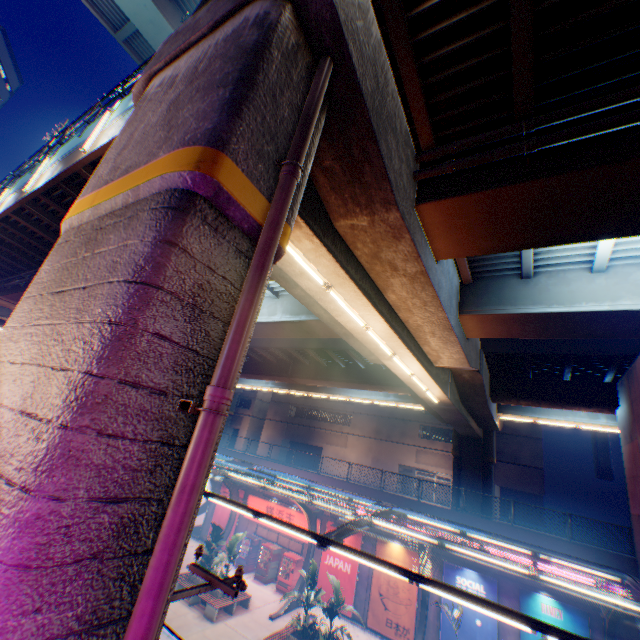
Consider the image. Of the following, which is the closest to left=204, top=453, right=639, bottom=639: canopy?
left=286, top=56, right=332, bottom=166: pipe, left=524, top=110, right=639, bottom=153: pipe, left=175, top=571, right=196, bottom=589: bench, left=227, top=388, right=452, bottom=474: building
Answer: left=175, top=571, right=196, bottom=589: bench

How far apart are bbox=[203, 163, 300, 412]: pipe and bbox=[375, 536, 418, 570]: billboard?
20.5m

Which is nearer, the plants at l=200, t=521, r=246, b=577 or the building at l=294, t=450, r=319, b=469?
the plants at l=200, t=521, r=246, b=577

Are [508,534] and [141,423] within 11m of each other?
no

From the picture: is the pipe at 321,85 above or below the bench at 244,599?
above

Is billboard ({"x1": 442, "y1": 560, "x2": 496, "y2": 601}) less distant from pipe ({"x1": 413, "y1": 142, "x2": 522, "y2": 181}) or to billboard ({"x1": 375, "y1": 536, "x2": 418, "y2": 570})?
billboard ({"x1": 375, "y1": 536, "x2": 418, "y2": 570})

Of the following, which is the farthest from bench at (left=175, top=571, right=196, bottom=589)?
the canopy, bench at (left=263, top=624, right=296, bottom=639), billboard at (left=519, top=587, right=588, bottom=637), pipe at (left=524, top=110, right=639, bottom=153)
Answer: pipe at (left=524, top=110, right=639, bottom=153)

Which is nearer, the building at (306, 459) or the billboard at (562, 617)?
the billboard at (562, 617)
